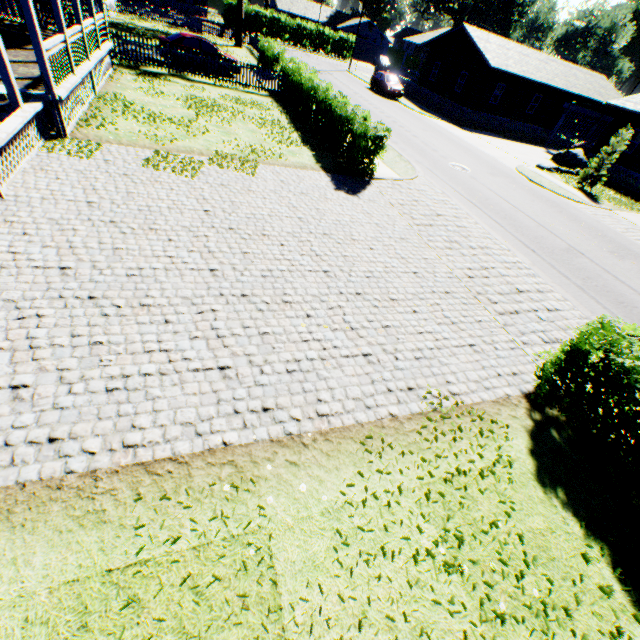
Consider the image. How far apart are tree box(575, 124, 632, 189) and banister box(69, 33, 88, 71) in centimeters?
2662cm

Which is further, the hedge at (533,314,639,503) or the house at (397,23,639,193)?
the house at (397,23,639,193)

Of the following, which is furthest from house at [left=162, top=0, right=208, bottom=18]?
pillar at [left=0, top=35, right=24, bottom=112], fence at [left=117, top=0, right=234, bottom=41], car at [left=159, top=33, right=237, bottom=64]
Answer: pillar at [left=0, top=35, right=24, bottom=112]

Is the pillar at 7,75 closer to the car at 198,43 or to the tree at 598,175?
the car at 198,43

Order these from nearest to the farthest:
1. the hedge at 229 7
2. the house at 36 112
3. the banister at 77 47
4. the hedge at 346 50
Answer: the house at 36 112
the banister at 77 47
the hedge at 229 7
the hedge at 346 50

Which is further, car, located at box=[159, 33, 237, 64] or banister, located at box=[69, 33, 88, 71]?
car, located at box=[159, 33, 237, 64]

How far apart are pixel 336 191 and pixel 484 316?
6.55m

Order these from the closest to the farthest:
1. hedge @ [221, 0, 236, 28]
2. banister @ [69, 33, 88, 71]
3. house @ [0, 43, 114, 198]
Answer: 1. house @ [0, 43, 114, 198]
2. banister @ [69, 33, 88, 71]
3. hedge @ [221, 0, 236, 28]
